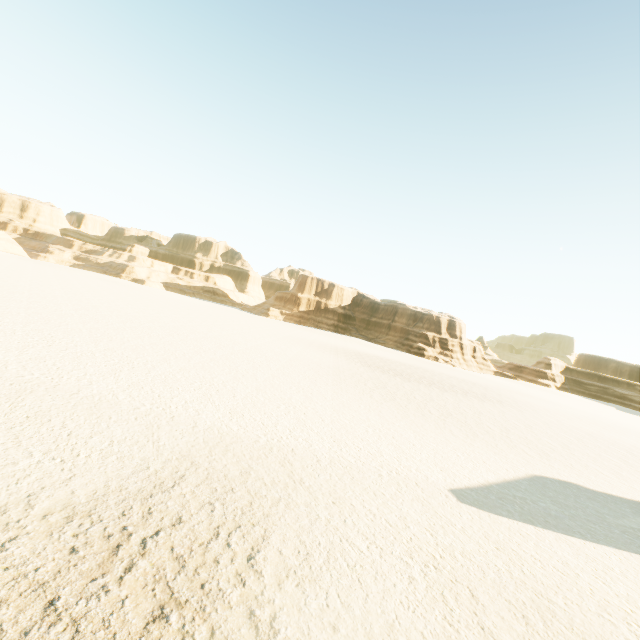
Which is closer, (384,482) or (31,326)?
(384,482)
